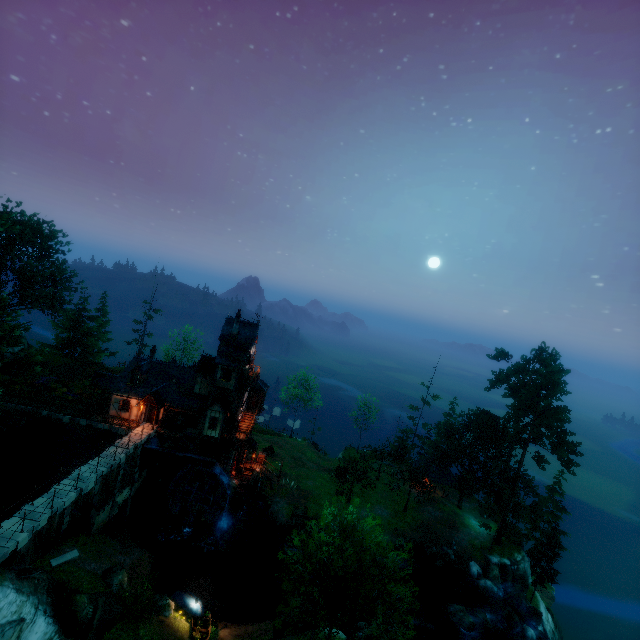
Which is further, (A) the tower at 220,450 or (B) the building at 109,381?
(A) the tower at 220,450

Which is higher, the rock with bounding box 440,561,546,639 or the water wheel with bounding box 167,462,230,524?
the water wheel with bounding box 167,462,230,524

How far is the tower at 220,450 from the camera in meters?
37.0 m

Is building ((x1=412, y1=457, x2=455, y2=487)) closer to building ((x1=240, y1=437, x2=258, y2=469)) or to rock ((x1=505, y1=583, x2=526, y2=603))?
rock ((x1=505, y1=583, x2=526, y2=603))

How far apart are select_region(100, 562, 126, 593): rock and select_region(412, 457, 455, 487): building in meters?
38.7 m

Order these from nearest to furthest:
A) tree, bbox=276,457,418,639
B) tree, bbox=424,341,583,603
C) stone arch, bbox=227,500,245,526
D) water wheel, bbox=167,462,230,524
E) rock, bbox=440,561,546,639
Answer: tree, bbox=276,457,418,639 → rock, bbox=440,561,546,639 → water wheel, bbox=167,462,230,524 → stone arch, bbox=227,500,245,526 → tree, bbox=424,341,583,603

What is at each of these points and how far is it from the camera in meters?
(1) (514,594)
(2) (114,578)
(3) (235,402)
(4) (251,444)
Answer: (1) rock, 37.2 m
(2) rock, 22.7 m
(3) tower, 37.2 m
(4) building, 43.0 m

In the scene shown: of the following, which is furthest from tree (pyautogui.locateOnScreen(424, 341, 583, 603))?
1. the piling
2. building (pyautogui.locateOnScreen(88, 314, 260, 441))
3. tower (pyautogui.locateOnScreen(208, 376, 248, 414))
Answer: the piling
